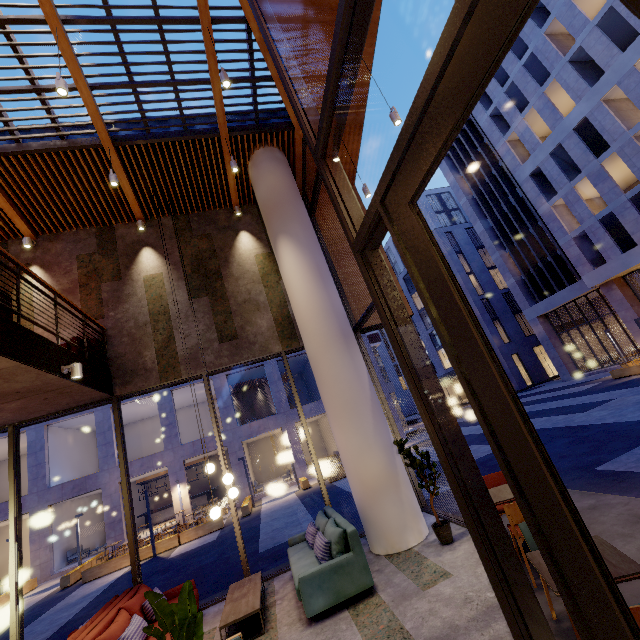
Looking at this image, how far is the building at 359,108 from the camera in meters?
8.6 m

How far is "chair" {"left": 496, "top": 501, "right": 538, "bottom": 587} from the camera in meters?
3.3

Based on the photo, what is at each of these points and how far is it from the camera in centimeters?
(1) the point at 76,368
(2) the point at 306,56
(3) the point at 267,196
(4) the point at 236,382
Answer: (1) lamp, 554cm
(2) building, 775cm
(3) column, 839cm
(4) building, 2800cm

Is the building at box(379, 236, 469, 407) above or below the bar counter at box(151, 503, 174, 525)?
above

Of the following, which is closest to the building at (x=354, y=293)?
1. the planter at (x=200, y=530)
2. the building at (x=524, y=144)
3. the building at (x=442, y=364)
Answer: the planter at (x=200, y=530)

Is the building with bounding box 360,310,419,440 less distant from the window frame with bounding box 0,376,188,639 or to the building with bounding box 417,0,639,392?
the building with bounding box 417,0,639,392

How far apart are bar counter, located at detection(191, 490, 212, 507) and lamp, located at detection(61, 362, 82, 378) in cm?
2531

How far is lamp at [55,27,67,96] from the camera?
5.3m
